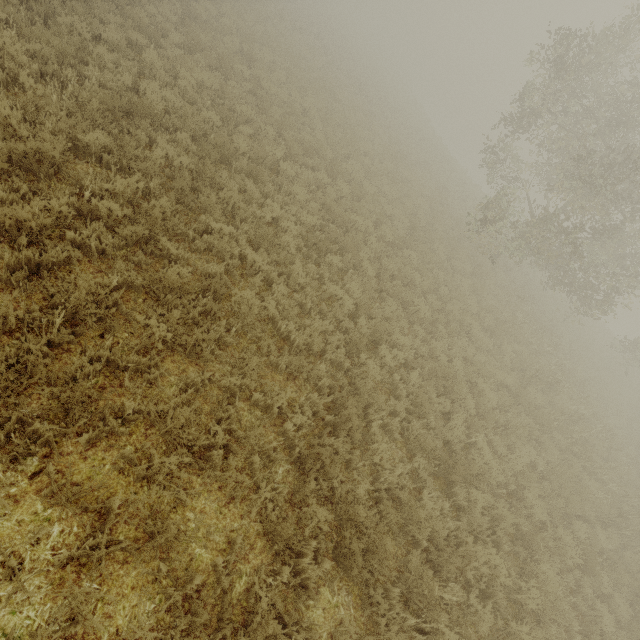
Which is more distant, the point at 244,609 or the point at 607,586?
the point at 607,586
